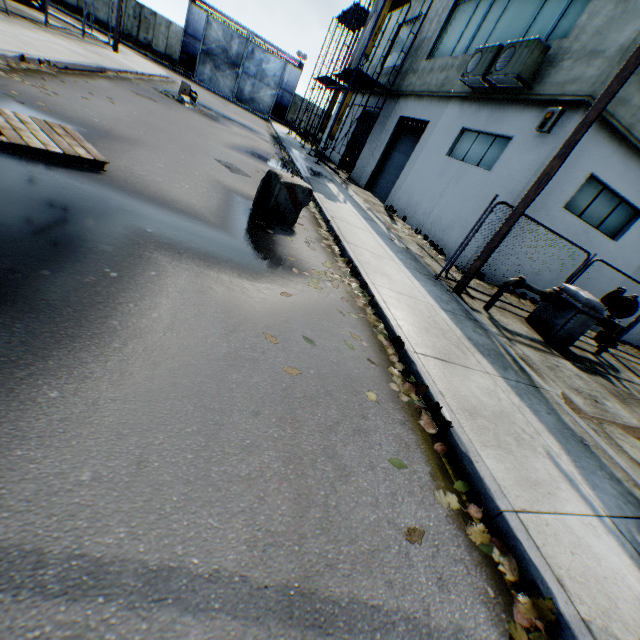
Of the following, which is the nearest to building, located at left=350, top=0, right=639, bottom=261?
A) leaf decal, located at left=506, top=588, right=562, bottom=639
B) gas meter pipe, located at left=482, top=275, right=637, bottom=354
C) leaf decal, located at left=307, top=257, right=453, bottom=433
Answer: gas meter pipe, located at left=482, top=275, right=637, bottom=354

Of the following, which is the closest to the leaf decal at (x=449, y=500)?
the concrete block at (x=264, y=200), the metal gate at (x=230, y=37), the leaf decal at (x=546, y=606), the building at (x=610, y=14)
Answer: the leaf decal at (x=546, y=606)

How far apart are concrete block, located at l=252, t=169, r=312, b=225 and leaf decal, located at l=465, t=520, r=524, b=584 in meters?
5.5

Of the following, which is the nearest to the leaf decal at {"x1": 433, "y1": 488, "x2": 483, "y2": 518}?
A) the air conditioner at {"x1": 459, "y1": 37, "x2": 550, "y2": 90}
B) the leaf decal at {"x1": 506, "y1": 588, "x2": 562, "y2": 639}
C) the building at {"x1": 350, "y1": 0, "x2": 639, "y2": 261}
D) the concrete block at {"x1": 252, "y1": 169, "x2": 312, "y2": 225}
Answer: the leaf decal at {"x1": 506, "y1": 588, "x2": 562, "y2": 639}

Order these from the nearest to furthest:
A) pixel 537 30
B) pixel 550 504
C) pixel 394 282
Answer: pixel 550 504
pixel 394 282
pixel 537 30

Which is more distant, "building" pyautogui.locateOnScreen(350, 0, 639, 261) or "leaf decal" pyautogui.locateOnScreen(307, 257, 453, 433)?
"building" pyautogui.locateOnScreen(350, 0, 639, 261)

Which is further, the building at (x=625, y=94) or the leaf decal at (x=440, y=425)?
the building at (x=625, y=94)

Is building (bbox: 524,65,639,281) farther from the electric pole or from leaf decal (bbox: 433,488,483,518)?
leaf decal (bbox: 433,488,483,518)
